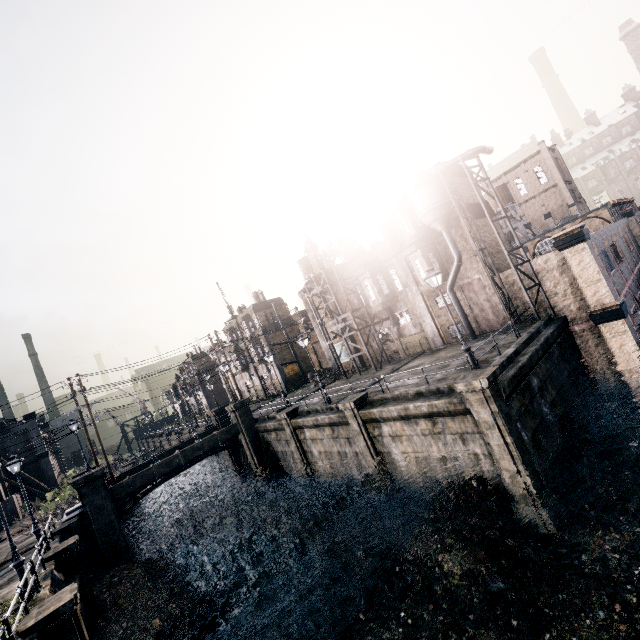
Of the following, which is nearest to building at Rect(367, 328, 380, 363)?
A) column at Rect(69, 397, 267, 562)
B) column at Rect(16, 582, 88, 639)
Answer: column at Rect(69, 397, 267, 562)

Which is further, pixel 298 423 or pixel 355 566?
pixel 298 423

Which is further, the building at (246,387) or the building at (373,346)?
the building at (246,387)

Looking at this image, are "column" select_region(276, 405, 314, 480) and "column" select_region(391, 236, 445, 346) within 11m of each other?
no

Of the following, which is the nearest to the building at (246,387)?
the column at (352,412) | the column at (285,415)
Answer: the column at (285,415)

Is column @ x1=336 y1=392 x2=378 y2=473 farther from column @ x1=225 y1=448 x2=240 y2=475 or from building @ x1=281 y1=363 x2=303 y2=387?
building @ x1=281 y1=363 x2=303 y2=387

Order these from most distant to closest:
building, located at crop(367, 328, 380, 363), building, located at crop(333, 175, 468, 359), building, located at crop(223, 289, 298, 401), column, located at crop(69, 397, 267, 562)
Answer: building, located at crop(223, 289, 298, 401) < building, located at crop(367, 328, 380, 363) < building, located at crop(333, 175, 468, 359) < column, located at crop(69, 397, 267, 562)

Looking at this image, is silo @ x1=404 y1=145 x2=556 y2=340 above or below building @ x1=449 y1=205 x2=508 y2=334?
above
